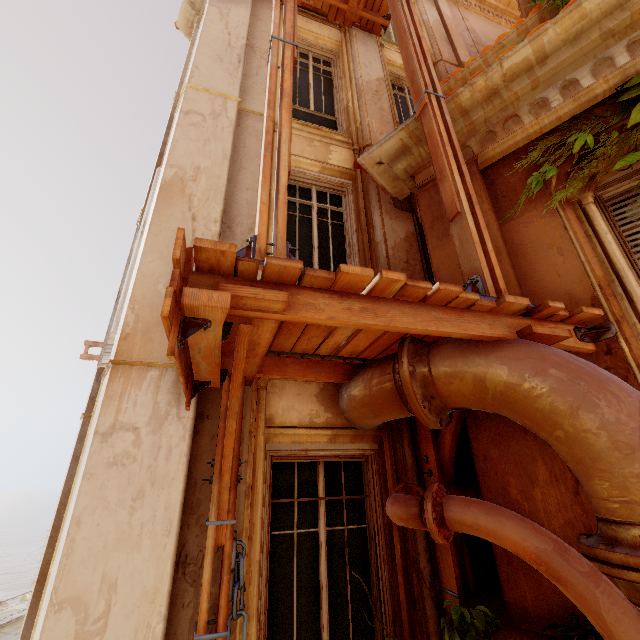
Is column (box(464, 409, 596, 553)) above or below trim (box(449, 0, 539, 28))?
below

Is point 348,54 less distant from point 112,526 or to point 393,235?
point 393,235

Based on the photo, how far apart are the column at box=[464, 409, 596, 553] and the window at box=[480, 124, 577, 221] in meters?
0.0

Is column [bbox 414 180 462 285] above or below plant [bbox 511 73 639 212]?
below

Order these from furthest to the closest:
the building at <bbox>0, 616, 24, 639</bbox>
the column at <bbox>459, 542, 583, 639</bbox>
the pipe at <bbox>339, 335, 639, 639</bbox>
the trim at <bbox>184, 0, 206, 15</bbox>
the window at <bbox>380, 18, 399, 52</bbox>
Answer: the building at <bbox>0, 616, 24, 639</bbox>, the trim at <bbox>184, 0, 206, 15</bbox>, the window at <bbox>380, 18, 399, 52</bbox>, the column at <bbox>459, 542, 583, 639</bbox>, the pipe at <bbox>339, 335, 639, 639</bbox>

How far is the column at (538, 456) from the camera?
2.05m

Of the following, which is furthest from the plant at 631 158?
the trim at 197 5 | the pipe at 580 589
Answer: the trim at 197 5

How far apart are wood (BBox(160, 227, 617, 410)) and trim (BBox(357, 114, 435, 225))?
2.0m
